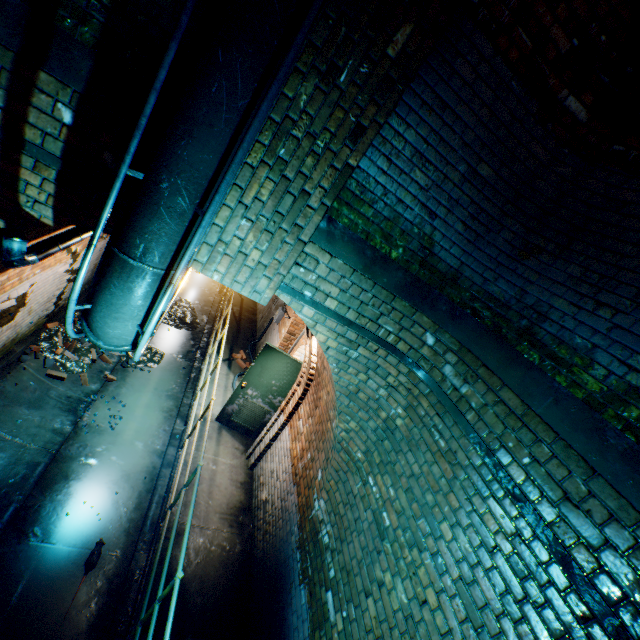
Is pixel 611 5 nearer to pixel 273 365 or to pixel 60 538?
pixel 273 365

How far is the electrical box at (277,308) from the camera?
8.81m

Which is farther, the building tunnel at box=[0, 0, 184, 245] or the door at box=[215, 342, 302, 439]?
the door at box=[215, 342, 302, 439]

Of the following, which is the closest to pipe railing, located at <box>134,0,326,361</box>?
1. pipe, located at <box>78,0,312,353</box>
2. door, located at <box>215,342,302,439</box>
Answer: pipe, located at <box>78,0,312,353</box>

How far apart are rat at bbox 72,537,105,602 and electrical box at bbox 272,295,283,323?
5.7m

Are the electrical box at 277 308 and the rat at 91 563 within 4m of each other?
no

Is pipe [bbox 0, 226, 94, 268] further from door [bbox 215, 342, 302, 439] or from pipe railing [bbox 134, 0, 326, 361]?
door [bbox 215, 342, 302, 439]

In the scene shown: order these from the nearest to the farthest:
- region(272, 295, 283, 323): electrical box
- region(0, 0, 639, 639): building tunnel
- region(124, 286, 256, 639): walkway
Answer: region(0, 0, 639, 639): building tunnel, region(124, 286, 256, 639): walkway, region(272, 295, 283, 323): electrical box
